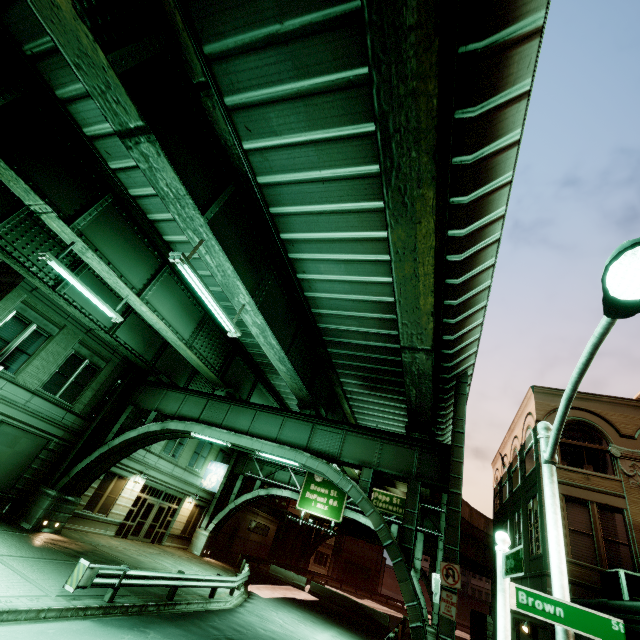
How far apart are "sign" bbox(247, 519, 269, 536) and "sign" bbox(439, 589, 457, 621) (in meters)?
32.51

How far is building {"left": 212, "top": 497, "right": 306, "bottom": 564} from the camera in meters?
34.1 m

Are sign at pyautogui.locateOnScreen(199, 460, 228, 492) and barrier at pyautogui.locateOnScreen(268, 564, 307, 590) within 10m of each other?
no

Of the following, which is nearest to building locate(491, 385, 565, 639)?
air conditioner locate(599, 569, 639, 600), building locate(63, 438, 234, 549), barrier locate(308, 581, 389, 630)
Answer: air conditioner locate(599, 569, 639, 600)

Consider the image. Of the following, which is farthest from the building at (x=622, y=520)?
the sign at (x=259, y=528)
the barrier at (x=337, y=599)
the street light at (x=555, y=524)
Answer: the sign at (x=259, y=528)

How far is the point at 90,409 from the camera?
19.45m

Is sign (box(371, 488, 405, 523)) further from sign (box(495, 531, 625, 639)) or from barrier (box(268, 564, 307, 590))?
sign (box(495, 531, 625, 639))

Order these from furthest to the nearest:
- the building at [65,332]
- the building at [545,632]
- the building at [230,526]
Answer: the building at [230,526] → the building at [65,332] → the building at [545,632]
